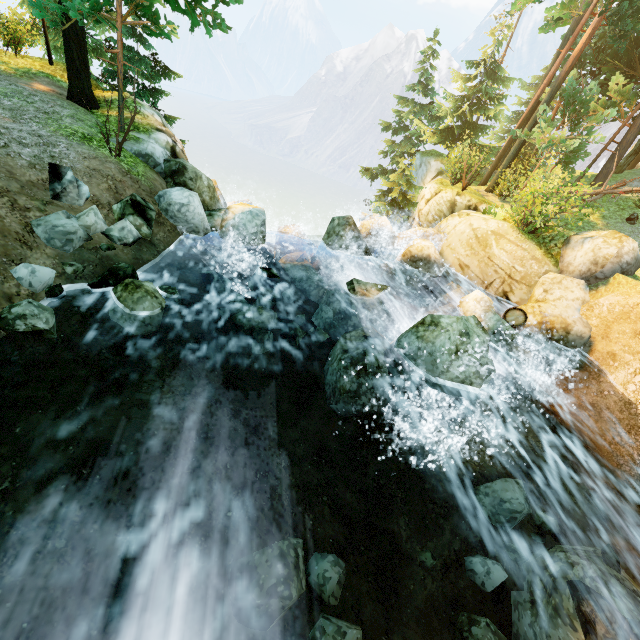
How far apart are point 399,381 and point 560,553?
3.9m

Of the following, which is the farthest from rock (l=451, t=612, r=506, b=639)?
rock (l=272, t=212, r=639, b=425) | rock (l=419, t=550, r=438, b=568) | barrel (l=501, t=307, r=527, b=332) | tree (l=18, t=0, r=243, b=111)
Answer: tree (l=18, t=0, r=243, b=111)

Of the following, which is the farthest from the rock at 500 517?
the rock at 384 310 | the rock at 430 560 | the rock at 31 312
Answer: the rock at 31 312

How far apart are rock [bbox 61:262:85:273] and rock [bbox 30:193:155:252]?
0.24m

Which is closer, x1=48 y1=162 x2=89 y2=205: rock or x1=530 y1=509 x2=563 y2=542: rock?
x1=530 y1=509 x2=563 y2=542: rock

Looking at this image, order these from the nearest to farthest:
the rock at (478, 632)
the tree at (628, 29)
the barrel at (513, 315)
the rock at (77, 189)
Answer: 1. the rock at (478, 632)
2. the rock at (77, 189)
3. the barrel at (513, 315)
4. the tree at (628, 29)

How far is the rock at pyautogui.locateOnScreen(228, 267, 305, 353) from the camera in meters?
7.9 m

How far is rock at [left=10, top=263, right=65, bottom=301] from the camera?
5.4m
